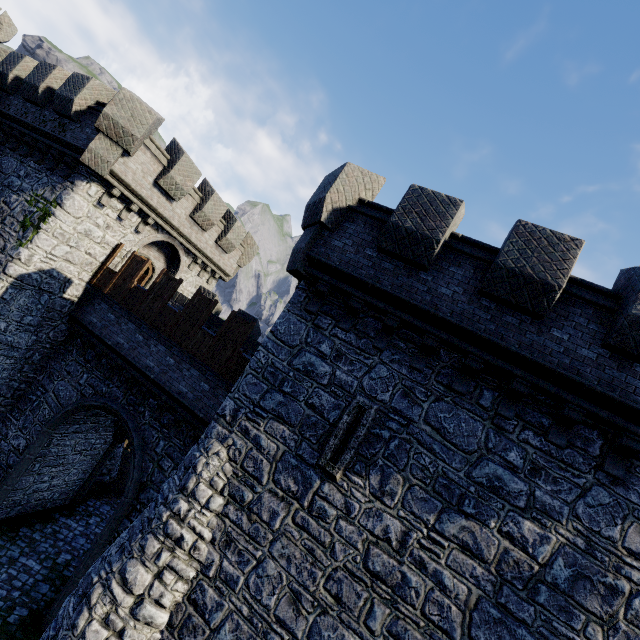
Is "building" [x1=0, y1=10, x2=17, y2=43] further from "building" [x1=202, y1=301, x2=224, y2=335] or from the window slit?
the window slit

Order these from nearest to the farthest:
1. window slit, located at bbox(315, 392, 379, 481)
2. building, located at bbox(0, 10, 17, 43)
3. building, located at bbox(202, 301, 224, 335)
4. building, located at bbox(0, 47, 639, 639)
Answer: building, located at bbox(0, 47, 639, 639)
window slit, located at bbox(315, 392, 379, 481)
building, located at bbox(202, 301, 224, 335)
building, located at bbox(0, 10, 17, 43)

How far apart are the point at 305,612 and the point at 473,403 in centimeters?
558cm

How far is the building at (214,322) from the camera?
16.1m

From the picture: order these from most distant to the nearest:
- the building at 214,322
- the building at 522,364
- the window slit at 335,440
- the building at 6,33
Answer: the building at 6,33 < the building at 214,322 < the window slit at 335,440 < the building at 522,364

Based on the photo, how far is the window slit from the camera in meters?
7.2
